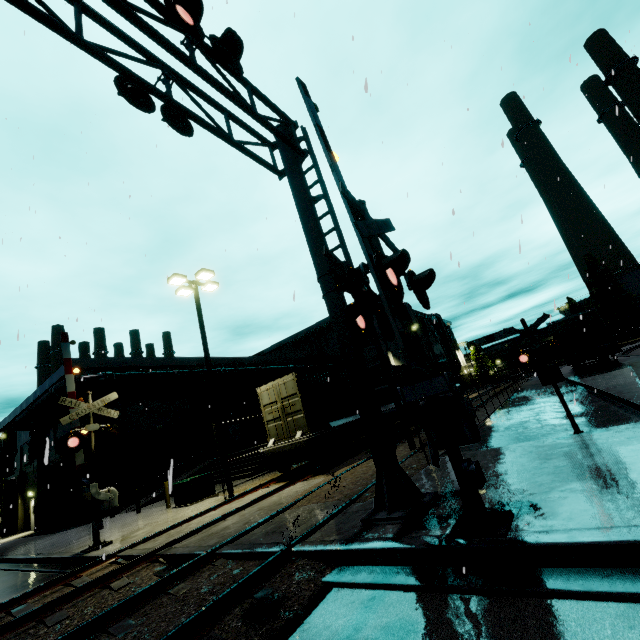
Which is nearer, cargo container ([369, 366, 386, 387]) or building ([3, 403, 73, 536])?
cargo container ([369, 366, 386, 387])

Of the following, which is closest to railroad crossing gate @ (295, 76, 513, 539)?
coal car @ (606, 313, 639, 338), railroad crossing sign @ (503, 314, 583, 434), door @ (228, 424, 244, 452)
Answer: railroad crossing sign @ (503, 314, 583, 434)

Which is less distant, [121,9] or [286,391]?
[121,9]

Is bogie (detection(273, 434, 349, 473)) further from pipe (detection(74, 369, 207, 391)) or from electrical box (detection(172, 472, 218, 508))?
pipe (detection(74, 369, 207, 391))

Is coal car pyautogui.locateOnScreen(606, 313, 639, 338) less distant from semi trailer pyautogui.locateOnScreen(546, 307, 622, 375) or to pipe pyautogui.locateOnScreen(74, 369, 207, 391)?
semi trailer pyautogui.locateOnScreen(546, 307, 622, 375)

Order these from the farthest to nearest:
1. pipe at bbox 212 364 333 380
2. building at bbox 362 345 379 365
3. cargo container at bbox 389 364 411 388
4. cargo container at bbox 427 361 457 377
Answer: building at bbox 362 345 379 365
pipe at bbox 212 364 333 380
cargo container at bbox 427 361 457 377
cargo container at bbox 389 364 411 388

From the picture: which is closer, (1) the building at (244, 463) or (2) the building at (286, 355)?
(1) the building at (244, 463)

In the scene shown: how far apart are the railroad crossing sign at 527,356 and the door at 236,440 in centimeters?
2780cm
